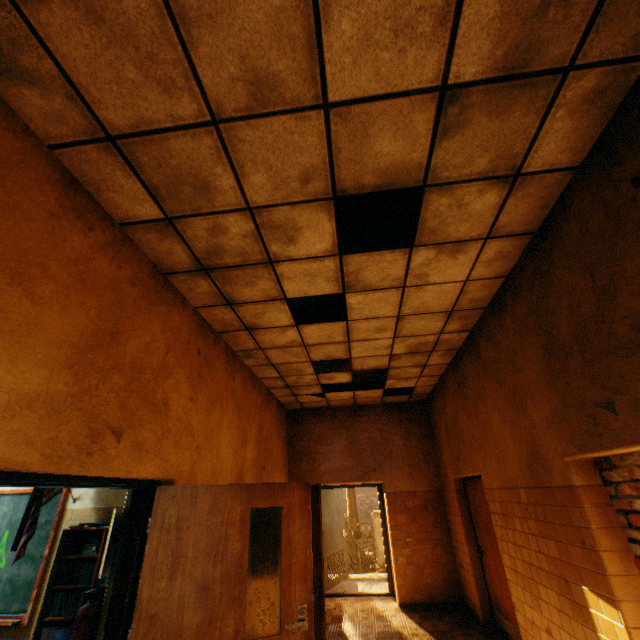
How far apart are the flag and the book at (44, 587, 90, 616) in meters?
0.4

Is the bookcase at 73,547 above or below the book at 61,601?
above

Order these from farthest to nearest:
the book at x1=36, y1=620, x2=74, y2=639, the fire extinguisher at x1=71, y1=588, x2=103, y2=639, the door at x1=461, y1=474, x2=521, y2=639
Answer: the door at x1=461, y1=474, x2=521, y2=639
the book at x1=36, y1=620, x2=74, y2=639
the fire extinguisher at x1=71, y1=588, x2=103, y2=639

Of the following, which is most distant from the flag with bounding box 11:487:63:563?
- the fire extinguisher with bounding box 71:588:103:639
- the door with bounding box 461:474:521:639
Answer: the door with bounding box 461:474:521:639

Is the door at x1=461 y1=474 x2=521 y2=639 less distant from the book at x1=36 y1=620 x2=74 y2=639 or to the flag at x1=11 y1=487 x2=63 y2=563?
the book at x1=36 y1=620 x2=74 y2=639

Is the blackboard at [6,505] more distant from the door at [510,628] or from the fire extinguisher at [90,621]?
the door at [510,628]

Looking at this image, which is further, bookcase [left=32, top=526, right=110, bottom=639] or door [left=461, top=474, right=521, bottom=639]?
door [left=461, top=474, right=521, bottom=639]

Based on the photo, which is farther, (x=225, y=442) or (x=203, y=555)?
(x=225, y=442)
